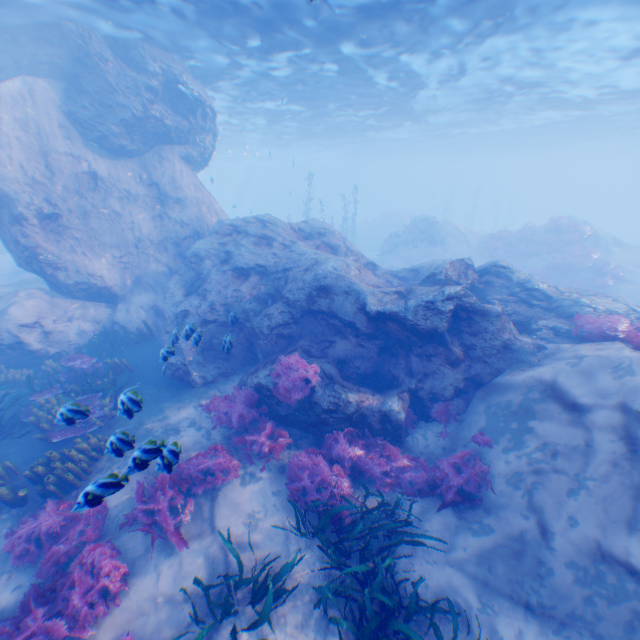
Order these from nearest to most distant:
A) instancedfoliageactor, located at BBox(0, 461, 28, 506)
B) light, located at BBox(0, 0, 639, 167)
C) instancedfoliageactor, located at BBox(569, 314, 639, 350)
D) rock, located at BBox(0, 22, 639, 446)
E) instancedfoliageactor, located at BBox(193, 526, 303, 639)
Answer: instancedfoliageactor, located at BBox(193, 526, 303, 639), instancedfoliageactor, located at BBox(0, 461, 28, 506), instancedfoliageactor, located at BBox(569, 314, 639, 350), rock, located at BBox(0, 22, 639, 446), light, located at BBox(0, 0, 639, 167)

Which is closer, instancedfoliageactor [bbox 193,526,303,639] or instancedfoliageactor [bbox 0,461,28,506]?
instancedfoliageactor [bbox 193,526,303,639]

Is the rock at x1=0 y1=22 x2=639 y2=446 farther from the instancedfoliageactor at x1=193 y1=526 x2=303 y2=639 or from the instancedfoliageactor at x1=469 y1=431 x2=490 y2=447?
the instancedfoliageactor at x1=193 y1=526 x2=303 y2=639

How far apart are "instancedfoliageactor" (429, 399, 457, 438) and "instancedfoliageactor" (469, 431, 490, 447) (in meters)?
0.49

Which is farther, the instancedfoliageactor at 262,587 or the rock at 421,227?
the rock at 421,227

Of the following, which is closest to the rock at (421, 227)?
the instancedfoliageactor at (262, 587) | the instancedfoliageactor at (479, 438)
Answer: the instancedfoliageactor at (479, 438)

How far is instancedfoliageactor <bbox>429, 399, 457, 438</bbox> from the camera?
8.3 meters

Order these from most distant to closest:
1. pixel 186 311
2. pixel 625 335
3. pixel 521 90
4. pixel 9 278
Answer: pixel 9 278, pixel 521 90, pixel 186 311, pixel 625 335
